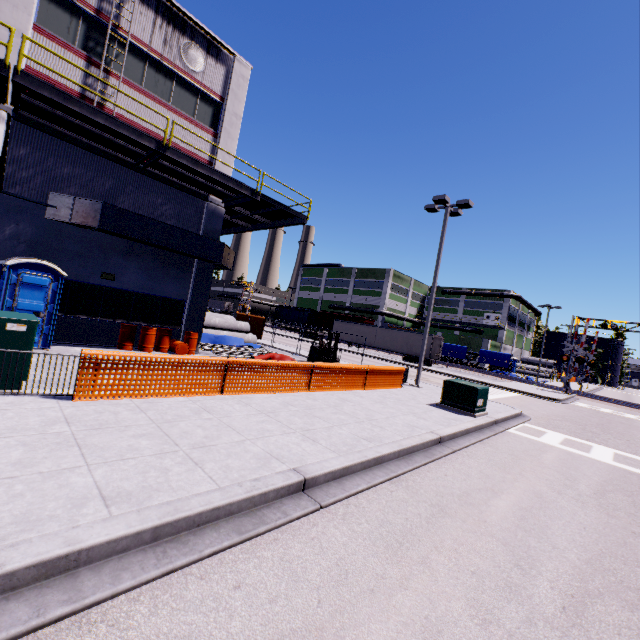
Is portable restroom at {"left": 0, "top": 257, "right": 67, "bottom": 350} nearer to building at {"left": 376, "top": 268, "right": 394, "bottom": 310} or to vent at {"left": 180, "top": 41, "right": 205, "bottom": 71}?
building at {"left": 376, "top": 268, "right": 394, "bottom": 310}

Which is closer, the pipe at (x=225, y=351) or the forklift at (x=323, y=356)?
the pipe at (x=225, y=351)

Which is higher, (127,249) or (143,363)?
(127,249)

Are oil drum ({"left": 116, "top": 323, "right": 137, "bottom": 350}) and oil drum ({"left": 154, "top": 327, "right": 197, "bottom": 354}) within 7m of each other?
A: yes

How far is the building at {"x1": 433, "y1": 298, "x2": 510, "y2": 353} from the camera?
54.1m

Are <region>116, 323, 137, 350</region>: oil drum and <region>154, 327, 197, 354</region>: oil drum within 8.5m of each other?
yes

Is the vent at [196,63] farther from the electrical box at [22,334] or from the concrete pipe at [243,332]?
the electrical box at [22,334]

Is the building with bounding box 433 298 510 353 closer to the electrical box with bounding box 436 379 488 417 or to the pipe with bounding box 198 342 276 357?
the pipe with bounding box 198 342 276 357
